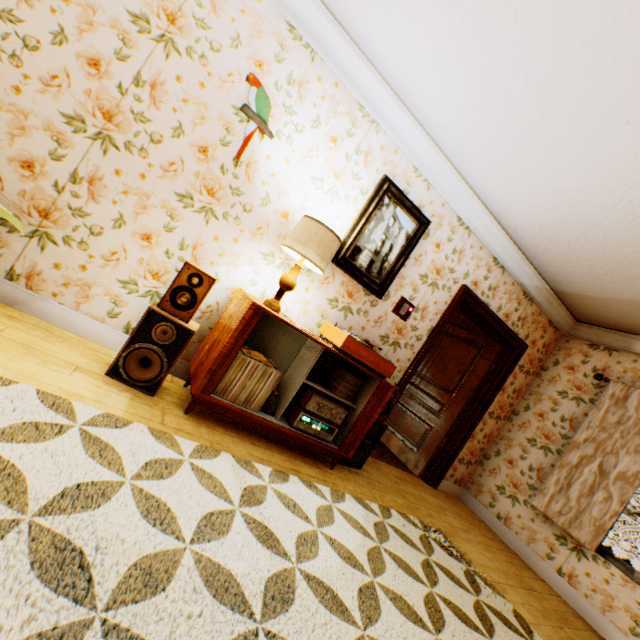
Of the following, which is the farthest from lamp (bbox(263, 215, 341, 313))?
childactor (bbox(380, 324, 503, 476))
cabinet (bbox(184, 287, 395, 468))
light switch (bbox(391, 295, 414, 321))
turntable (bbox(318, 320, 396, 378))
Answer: childactor (bbox(380, 324, 503, 476))

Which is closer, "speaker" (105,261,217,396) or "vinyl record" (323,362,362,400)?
"speaker" (105,261,217,396)

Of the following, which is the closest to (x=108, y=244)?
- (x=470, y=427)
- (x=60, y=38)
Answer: (x=60, y=38)

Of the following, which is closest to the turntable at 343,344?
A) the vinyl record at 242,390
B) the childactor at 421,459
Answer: the vinyl record at 242,390

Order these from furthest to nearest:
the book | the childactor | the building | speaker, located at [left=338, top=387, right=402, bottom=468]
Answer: the childactor, speaker, located at [left=338, top=387, right=402, bottom=468], the book, the building

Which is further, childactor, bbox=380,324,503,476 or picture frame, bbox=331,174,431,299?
childactor, bbox=380,324,503,476

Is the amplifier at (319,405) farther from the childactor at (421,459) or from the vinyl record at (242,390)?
the childactor at (421,459)

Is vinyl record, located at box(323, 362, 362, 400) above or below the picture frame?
below
